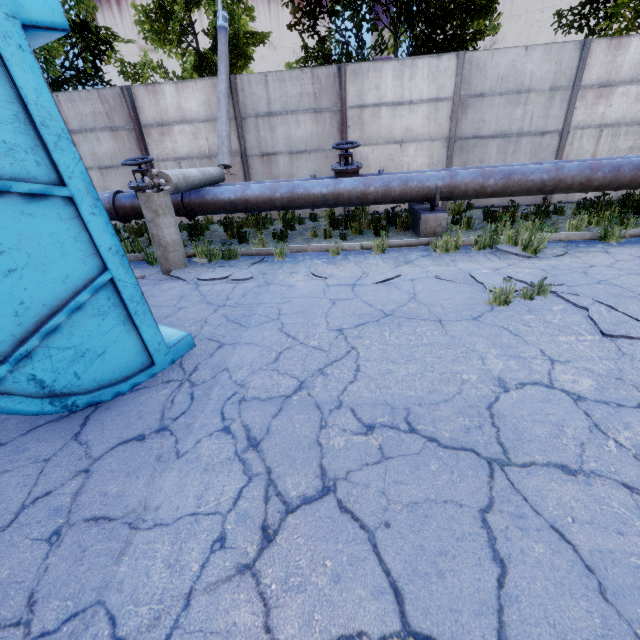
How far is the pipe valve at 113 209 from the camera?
6.8m

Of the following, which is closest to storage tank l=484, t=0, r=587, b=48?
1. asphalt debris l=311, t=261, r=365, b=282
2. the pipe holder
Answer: the pipe holder

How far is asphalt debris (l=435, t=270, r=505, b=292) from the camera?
4.5m

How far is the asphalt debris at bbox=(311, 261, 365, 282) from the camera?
5.16m

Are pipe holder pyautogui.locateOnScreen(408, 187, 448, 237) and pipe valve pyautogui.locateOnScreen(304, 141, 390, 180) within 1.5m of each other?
yes

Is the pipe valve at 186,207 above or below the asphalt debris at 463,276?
above

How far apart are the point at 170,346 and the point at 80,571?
1.9m

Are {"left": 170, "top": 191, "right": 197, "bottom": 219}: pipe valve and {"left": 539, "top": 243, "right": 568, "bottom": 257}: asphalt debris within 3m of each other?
no
